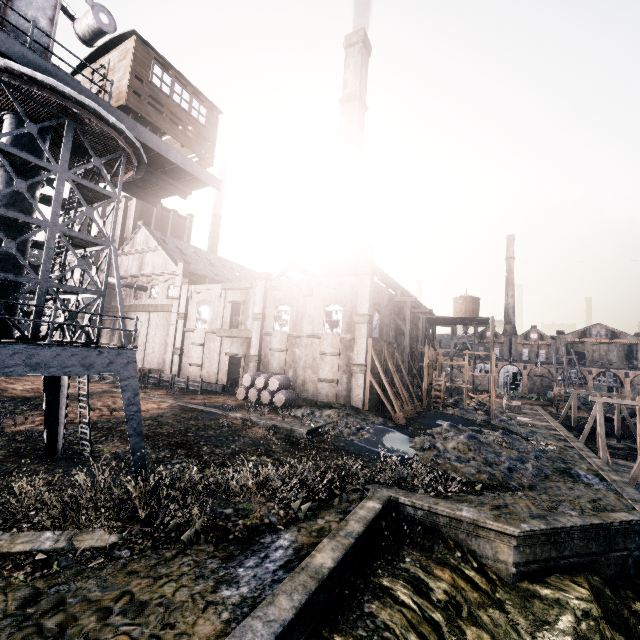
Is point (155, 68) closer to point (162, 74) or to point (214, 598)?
point (162, 74)

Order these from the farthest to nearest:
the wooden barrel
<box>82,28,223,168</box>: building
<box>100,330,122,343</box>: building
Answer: <box>100,330,122,343</box>: building → the wooden barrel → <box>82,28,223,168</box>: building

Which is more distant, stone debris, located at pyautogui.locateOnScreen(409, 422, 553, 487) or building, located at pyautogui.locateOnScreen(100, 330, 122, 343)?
building, located at pyautogui.locateOnScreen(100, 330, 122, 343)

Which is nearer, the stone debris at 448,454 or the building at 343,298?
the stone debris at 448,454

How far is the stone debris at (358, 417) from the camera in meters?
22.0 m

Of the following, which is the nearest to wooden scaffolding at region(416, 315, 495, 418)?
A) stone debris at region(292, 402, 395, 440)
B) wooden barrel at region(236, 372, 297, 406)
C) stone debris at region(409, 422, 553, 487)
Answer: stone debris at region(409, 422, 553, 487)

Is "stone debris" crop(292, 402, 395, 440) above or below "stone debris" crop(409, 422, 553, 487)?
above

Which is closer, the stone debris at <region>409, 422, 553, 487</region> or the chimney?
the stone debris at <region>409, 422, 553, 487</region>
